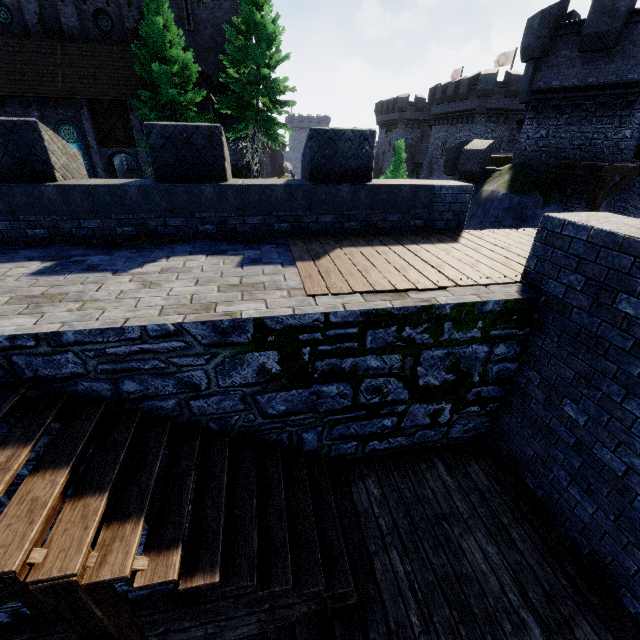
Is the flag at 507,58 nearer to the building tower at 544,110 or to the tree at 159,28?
the building tower at 544,110

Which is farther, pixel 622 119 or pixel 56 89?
pixel 56 89

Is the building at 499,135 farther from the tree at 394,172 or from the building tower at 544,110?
the tree at 394,172

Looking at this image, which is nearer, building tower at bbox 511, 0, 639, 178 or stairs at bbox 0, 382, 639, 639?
stairs at bbox 0, 382, 639, 639

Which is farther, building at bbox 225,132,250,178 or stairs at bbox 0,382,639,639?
building at bbox 225,132,250,178

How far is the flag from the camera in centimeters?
3859cm

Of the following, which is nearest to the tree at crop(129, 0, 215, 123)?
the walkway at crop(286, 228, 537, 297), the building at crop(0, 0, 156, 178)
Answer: the building at crop(0, 0, 156, 178)

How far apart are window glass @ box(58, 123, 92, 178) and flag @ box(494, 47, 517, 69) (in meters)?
46.33
